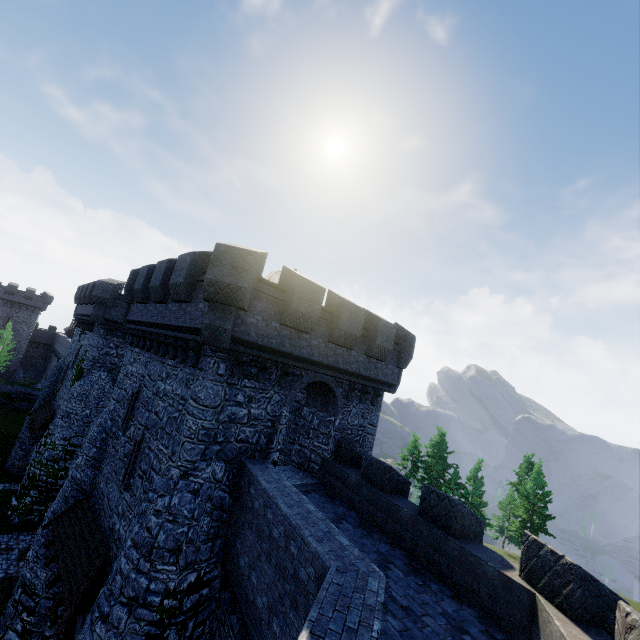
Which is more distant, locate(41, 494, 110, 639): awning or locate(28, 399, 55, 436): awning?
locate(28, 399, 55, 436): awning

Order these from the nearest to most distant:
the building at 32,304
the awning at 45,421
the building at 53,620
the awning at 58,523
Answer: the awning at 58,523 → the building at 53,620 → the awning at 45,421 → the building at 32,304

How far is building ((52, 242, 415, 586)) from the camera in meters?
10.1 m

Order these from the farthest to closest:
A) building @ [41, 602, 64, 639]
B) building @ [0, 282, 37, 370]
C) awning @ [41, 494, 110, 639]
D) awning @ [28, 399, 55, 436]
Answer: building @ [0, 282, 37, 370], awning @ [28, 399, 55, 436], building @ [41, 602, 64, 639], awning @ [41, 494, 110, 639]

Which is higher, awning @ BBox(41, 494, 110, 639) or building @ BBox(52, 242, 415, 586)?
building @ BBox(52, 242, 415, 586)

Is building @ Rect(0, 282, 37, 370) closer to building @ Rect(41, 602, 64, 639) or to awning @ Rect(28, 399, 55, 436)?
building @ Rect(41, 602, 64, 639)

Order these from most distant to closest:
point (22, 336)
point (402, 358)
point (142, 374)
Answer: point (22, 336)
point (402, 358)
point (142, 374)

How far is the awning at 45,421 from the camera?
23.91m
